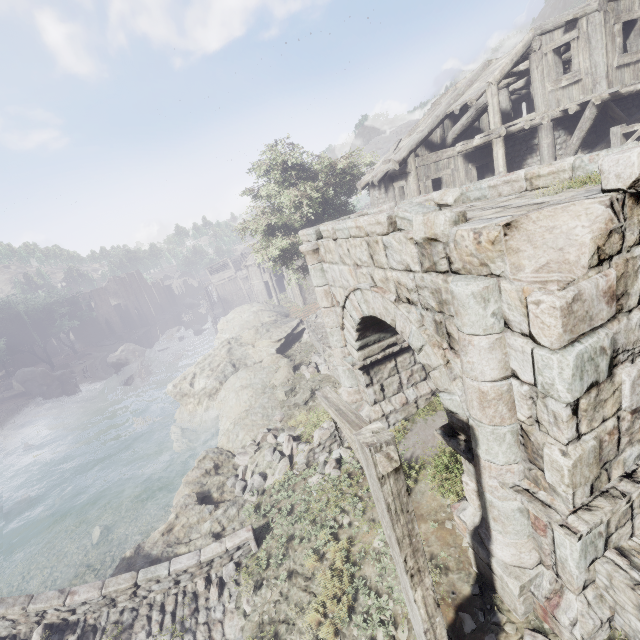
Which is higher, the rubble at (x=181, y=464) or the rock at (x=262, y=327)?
the rock at (x=262, y=327)

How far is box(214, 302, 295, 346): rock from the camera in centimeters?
2478cm

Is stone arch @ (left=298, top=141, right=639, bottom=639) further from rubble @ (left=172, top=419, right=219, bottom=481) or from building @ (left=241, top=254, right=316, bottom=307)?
rubble @ (left=172, top=419, right=219, bottom=481)

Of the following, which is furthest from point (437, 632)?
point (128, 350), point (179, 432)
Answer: point (128, 350)

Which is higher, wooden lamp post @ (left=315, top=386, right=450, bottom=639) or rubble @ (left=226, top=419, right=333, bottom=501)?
wooden lamp post @ (left=315, top=386, right=450, bottom=639)

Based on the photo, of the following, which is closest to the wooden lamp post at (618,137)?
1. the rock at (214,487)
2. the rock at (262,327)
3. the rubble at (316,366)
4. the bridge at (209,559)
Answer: the rubble at (316,366)

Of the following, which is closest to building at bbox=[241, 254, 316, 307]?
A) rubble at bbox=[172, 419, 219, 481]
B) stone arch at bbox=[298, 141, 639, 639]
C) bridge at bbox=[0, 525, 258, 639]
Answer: stone arch at bbox=[298, 141, 639, 639]

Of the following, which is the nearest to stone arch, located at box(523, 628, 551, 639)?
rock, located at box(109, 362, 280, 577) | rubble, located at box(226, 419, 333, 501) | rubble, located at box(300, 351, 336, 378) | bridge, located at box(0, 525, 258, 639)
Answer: rubble, located at box(226, 419, 333, 501)
